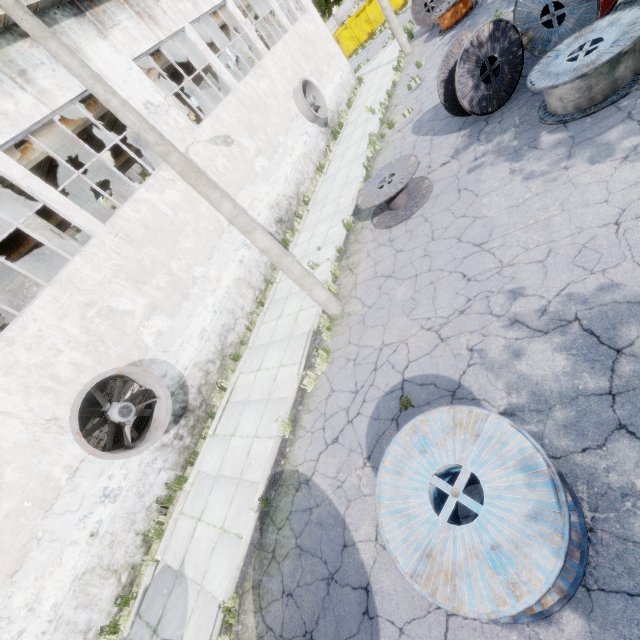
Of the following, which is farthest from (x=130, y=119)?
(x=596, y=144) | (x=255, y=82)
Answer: (x=255, y=82)

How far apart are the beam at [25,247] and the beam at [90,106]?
11.9 meters

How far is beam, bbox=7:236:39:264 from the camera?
19.2 meters

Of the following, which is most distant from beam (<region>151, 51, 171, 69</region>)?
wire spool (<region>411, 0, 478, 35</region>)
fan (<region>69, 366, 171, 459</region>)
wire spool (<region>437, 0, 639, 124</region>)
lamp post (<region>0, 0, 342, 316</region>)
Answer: wire spool (<region>437, 0, 639, 124</region>)

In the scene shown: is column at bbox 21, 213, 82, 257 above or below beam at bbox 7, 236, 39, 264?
below

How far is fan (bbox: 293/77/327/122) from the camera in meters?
17.0

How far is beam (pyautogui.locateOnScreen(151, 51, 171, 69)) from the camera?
14.8m

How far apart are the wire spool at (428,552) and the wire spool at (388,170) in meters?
6.3 m
